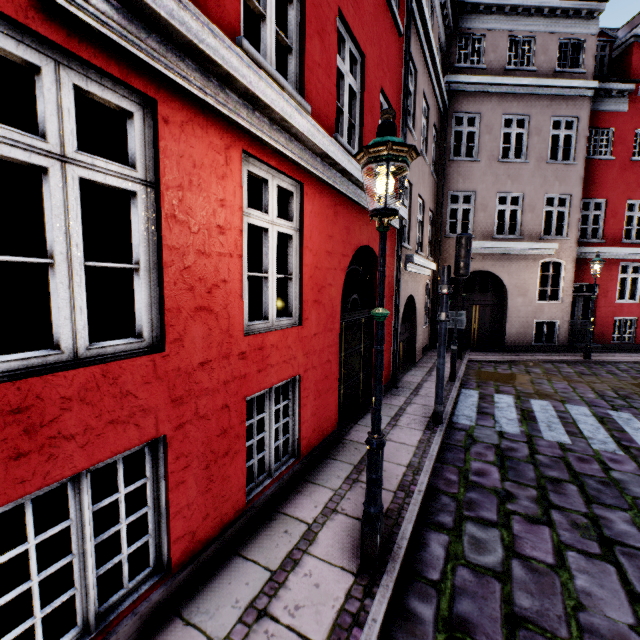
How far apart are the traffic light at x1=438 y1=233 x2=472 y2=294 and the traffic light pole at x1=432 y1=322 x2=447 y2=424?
0.5 meters

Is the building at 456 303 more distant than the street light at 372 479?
Result: Yes

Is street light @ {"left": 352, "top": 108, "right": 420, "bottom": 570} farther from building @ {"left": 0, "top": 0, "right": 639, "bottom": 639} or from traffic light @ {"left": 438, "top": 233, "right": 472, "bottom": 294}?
traffic light @ {"left": 438, "top": 233, "right": 472, "bottom": 294}

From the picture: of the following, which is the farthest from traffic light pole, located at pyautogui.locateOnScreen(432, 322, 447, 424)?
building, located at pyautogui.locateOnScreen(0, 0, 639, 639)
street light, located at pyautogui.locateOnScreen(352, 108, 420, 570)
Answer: street light, located at pyautogui.locateOnScreen(352, 108, 420, 570)

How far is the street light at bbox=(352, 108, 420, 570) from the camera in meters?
2.5 m

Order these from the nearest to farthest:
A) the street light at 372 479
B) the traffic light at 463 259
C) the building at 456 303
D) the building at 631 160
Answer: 1. the building at 631 160
2. the street light at 372 479
3. the traffic light at 463 259
4. the building at 456 303

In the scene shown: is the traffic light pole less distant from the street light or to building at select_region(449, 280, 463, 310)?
building at select_region(449, 280, 463, 310)

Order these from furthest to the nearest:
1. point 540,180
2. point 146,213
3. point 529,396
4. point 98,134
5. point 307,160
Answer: point 540,180
point 98,134
point 529,396
point 307,160
point 146,213
